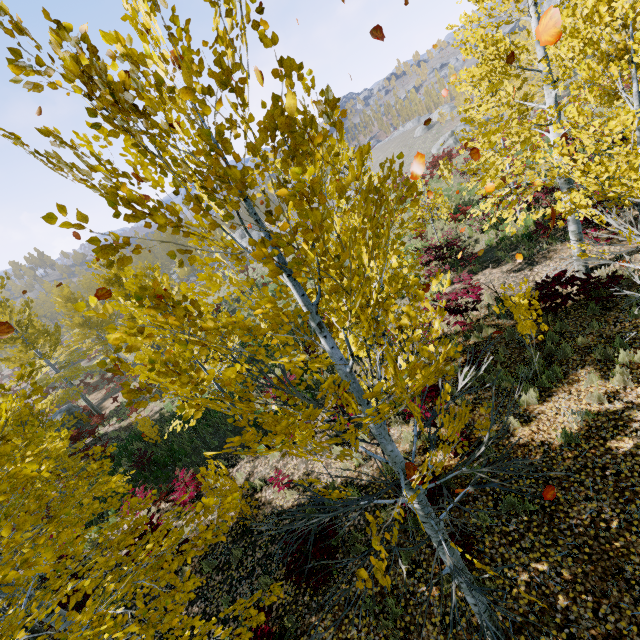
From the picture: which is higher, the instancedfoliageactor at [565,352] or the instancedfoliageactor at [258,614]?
the instancedfoliageactor at [258,614]

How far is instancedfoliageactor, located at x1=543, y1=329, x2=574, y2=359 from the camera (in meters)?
7.12

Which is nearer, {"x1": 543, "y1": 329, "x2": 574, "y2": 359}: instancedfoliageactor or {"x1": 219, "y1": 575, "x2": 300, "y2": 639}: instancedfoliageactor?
{"x1": 219, "y1": 575, "x2": 300, "y2": 639}: instancedfoliageactor

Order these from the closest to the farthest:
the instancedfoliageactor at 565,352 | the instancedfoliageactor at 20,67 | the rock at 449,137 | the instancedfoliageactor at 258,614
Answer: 1. the instancedfoliageactor at 20,67
2. the instancedfoliageactor at 258,614
3. the instancedfoliageactor at 565,352
4. the rock at 449,137

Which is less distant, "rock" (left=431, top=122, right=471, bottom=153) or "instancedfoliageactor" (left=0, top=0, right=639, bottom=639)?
"instancedfoliageactor" (left=0, top=0, right=639, bottom=639)

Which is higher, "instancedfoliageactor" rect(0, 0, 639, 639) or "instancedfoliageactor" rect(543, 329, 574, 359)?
"instancedfoliageactor" rect(0, 0, 639, 639)

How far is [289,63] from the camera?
1.6m

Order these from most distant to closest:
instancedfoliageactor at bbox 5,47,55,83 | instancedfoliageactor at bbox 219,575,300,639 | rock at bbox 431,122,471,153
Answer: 1. rock at bbox 431,122,471,153
2. instancedfoliageactor at bbox 219,575,300,639
3. instancedfoliageactor at bbox 5,47,55,83
